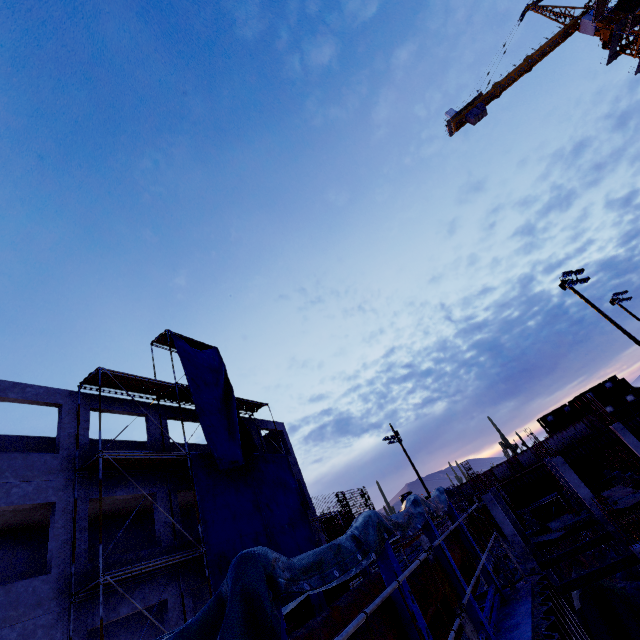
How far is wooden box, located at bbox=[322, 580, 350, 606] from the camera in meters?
5.9

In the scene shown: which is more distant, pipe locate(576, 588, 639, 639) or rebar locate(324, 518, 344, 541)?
rebar locate(324, 518, 344, 541)

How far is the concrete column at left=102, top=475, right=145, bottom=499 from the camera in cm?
1309

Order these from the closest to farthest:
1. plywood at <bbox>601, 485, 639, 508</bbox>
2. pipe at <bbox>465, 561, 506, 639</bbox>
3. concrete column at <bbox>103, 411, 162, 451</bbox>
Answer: pipe at <bbox>465, 561, 506, 639</bbox>
concrete column at <bbox>103, 411, 162, 451</bbox>
plywood at <bbox>601, 485, 639, 508</bbox>

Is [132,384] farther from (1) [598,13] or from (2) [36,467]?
(1) [598,13]

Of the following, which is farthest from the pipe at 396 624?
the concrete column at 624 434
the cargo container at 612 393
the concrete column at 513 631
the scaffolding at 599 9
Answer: the cargo container at 612 393

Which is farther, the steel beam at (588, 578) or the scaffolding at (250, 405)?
the scaffolding at (250, 405)

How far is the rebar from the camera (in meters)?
23.02
